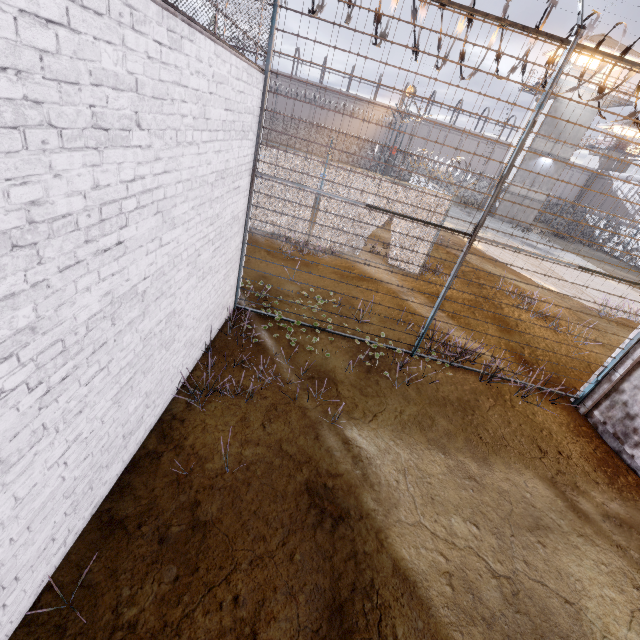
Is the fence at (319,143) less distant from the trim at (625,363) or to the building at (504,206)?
the trim at (625,363)

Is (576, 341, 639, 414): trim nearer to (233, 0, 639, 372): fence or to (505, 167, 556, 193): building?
(233, 0, 639, 372): fence

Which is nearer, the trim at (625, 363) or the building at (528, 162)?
the trim at (625, 363)

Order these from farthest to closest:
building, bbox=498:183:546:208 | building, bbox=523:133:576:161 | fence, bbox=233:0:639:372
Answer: building, bbox=498:183:546:208, building, bbox=523:133:576:161, fence, bbox=233:0:639:372

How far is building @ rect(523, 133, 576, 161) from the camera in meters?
30.2

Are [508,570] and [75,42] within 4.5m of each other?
no

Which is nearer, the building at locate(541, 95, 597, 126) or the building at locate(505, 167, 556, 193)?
the building at locate(541, 95, 597, 126)
